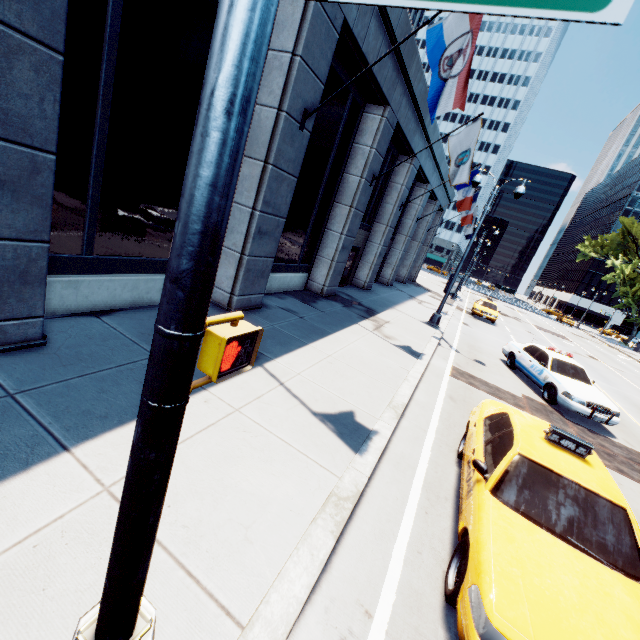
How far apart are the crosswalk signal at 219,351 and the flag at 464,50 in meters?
7.1

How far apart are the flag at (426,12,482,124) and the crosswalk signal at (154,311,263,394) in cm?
708

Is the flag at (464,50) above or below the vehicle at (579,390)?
above

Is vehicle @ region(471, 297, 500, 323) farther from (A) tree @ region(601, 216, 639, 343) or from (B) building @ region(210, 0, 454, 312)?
(A) tree @ region(601, 216, 639, 343)

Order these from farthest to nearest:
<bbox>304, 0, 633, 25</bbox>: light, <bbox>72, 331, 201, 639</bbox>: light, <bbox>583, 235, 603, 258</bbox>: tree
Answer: <bbox>583, 235, 603, 258</bbox>: tree → <bbox>72, 331, 201, 639</bbox>: light → <bbox>304, 0, 633, 25</bbox>: light

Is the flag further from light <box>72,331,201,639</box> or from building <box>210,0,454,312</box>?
light <box>72,331,201,639</box>

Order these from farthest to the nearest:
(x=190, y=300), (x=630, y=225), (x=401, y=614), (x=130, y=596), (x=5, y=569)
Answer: (x=630, y=225), (x=401, y=614), (x=5, y=569), (x=130, y=596), (x=190, y=300)

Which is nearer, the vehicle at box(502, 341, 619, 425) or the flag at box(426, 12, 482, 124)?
the flag at box(426, 12, 482, 124)
